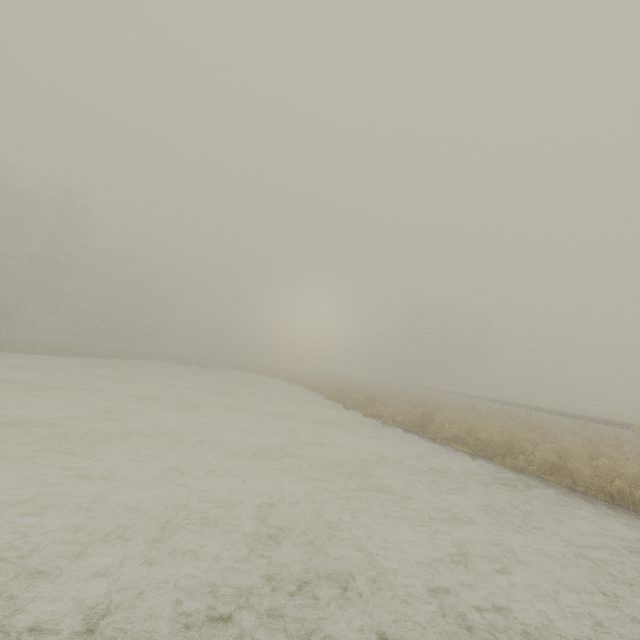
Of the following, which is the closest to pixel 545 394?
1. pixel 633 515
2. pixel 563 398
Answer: pixel 563 398
